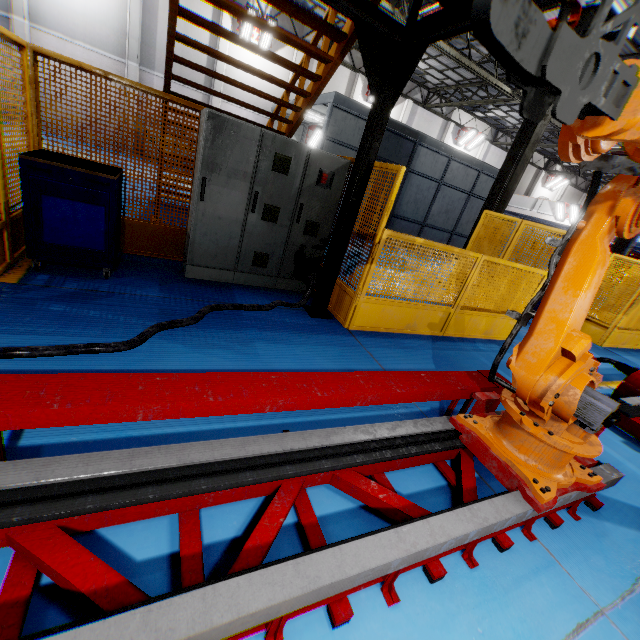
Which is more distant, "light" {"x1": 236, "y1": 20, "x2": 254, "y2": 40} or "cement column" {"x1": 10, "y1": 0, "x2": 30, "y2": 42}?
"light" {"x1": 236, "y1": 20, "x2": 254, "y2": 40}

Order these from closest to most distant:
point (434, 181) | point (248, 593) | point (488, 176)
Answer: point (248, 593)
point (434, 181)
point (488, 176)

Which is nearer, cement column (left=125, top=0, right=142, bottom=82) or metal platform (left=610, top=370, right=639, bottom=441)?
metal platform (left=610, top=370, right=639, bottom=441)

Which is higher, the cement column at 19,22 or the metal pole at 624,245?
the cement column at 19,22

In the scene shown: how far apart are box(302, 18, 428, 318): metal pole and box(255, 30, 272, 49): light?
17.13m

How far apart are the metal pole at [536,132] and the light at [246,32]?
14.3 meters

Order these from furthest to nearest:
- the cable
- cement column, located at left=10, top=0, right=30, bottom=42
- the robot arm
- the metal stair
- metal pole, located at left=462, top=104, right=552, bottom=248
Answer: cement column, located at left=10, top=0, right=30, bottom=42 < metal pole, located at left=462, top=104, right=552, bottom=248 < the metal stair < the cable < the robot arm

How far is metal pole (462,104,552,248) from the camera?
7.89m
